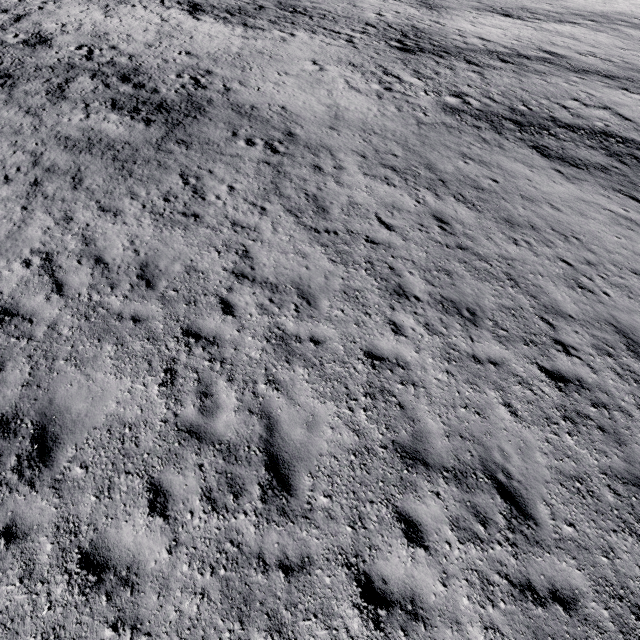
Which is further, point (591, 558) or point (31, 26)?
point (31, 26)
